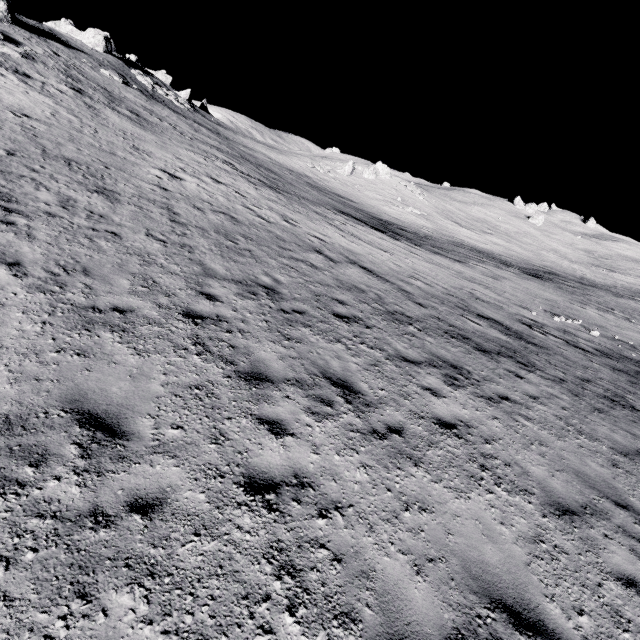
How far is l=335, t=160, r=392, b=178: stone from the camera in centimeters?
5475cm

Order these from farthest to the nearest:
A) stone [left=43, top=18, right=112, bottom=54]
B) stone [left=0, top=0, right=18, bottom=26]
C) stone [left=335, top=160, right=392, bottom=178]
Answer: stone [left=335, top=160, right=392, bottom=178] < stone [left=43, top=18, right=112, bottom=54] < stone [left=0, top=0, right=18, bottom=26]

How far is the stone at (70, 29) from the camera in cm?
4206

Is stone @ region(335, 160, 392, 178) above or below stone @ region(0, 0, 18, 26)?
below

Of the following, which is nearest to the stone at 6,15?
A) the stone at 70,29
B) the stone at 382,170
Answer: the stone at 70,29

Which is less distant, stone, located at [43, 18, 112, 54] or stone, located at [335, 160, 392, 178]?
stone, located at [43, 18, 112, 54]

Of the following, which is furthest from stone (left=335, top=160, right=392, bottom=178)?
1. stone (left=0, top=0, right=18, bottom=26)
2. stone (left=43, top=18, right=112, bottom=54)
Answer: stone (left=0, top=0, right=18, bottom=26)

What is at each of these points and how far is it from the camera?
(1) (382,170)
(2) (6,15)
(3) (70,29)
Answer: (1) stone, 58.06m
(2) stone, 27.95m
(3) stone, 45.12m
